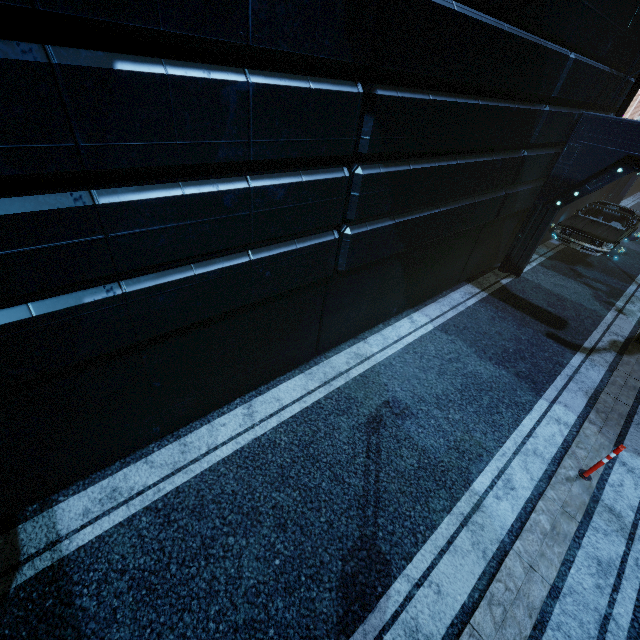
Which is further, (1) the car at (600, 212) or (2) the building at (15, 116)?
(1) the car at (600, 212)

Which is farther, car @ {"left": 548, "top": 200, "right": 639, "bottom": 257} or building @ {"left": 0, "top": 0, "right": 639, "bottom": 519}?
car @ {"left": 548, "top": 200, "right": 639, "bottom": 257}

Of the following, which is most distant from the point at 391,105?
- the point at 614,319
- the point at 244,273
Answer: the point at 614,319
